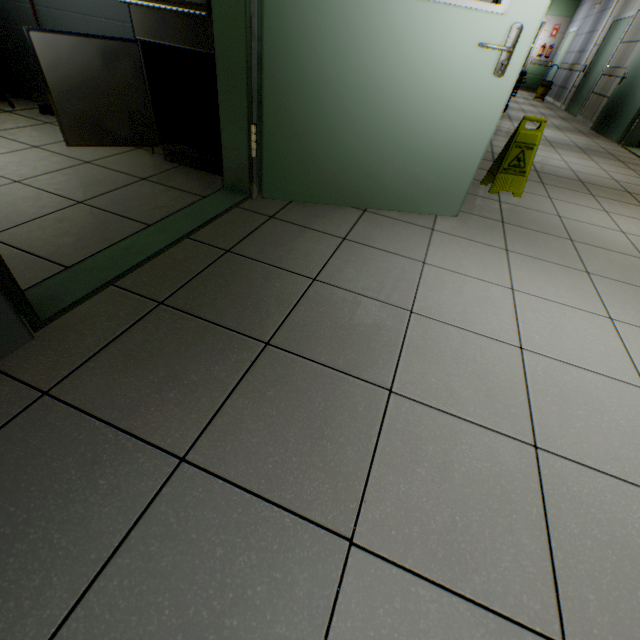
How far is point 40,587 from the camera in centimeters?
67cm

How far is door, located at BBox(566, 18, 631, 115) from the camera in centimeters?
809cm

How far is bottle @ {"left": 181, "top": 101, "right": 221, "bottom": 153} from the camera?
2.29m

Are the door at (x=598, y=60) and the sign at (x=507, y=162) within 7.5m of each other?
no

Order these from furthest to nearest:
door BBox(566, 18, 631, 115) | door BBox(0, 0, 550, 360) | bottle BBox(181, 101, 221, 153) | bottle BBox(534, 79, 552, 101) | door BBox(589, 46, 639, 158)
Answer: bottle BBox(534, 79, 552, 101) → door BBox(566, 18, 631, 115) → door BBox(589, 46, 639, 158) → bottle BBox(181, 101, 221, 153) → door BBox(0, 0, 550, 360)

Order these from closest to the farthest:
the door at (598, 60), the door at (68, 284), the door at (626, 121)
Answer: the door at (68, 284) < the door at (626, 121) < the door at (598, 60)

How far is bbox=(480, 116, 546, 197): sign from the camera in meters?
2.7

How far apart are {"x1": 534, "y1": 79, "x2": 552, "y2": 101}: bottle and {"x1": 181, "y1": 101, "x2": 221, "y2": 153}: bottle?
13.9m
